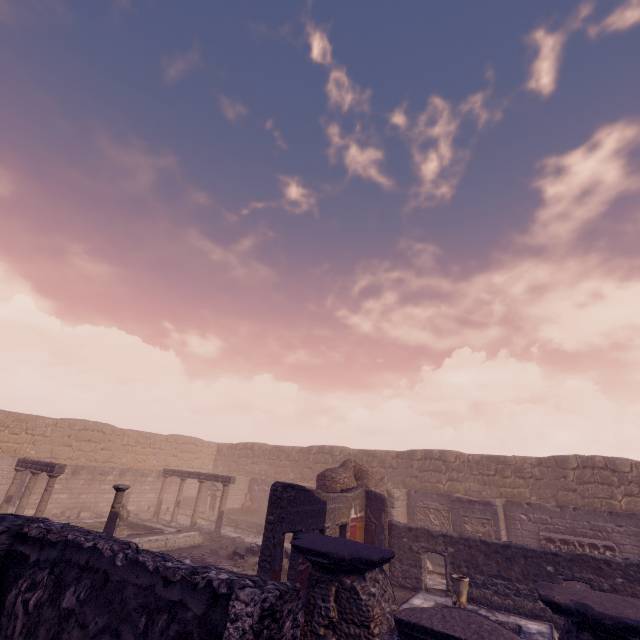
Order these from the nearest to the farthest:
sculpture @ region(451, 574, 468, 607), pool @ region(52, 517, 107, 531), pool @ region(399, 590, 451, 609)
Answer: sculpture @ region(451, 574, 468, 607), pool @ region(399, 590, 451, 609), pool @ region(52, 517, 107, 531)

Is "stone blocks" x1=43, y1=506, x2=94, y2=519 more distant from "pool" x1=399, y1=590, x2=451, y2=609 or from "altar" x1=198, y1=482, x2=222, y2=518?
"pool" x1=399, y1=590, x2=451, y2=609

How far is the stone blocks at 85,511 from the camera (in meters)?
16.66

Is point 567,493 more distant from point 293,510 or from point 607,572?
point 293,510

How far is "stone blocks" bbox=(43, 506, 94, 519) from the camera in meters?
16.7 m

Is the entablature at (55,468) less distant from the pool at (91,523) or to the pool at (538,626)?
the pool at (91,523)

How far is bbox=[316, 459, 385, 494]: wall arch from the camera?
13.11m

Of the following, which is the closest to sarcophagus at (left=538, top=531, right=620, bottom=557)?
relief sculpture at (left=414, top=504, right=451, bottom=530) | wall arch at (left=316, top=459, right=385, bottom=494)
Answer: relief sculpture at (left=414, top=504, right=451, bottom=530)
